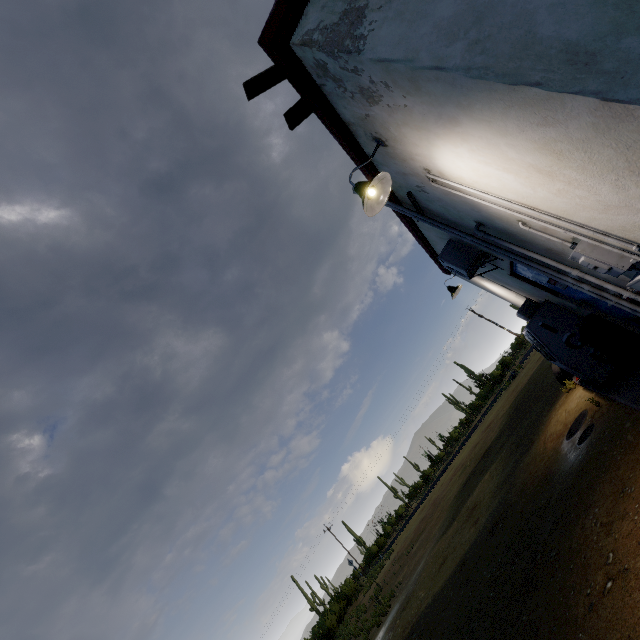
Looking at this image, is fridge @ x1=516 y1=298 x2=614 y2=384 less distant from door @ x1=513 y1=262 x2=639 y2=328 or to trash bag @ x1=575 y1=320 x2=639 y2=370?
trash bag @ x1=575 y1=320 x2=639 y2=370

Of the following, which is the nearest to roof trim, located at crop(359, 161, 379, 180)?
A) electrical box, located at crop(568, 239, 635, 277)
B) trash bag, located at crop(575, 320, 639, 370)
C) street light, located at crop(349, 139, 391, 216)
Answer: street light, located at crop(349, 139, 391, 216)

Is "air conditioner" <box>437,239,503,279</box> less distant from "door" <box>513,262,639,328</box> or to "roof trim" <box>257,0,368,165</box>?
"door" <box>513,262,639,328</box>

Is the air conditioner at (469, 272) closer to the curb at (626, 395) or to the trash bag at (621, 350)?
the trash bag at (621, 350)

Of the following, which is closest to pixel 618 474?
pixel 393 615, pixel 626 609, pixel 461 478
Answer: pixel 626 609

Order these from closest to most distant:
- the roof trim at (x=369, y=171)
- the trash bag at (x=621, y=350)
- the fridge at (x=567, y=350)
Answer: the roof trim at (x=369, y=171), the trash bag at (x=621, y=350), the fridge at (x=567, y=350)

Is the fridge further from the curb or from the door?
the door

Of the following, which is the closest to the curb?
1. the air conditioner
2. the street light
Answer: the air conditioner
